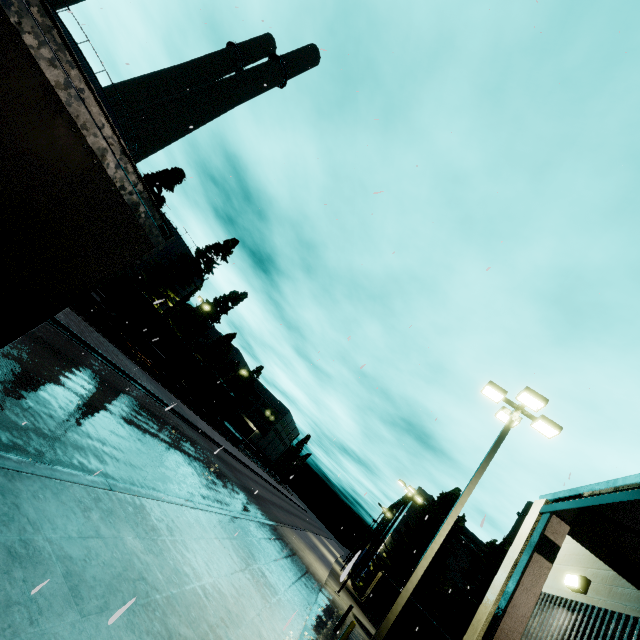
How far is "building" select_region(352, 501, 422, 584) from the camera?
44.81m

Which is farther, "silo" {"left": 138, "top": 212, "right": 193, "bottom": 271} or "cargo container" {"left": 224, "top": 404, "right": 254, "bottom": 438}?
"cargo container" {"left": 224, "top": 404, "right": 254, "bottom": 438}

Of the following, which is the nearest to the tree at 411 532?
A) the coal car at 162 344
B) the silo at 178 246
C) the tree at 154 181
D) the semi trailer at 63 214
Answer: the semi trailer at 63 214

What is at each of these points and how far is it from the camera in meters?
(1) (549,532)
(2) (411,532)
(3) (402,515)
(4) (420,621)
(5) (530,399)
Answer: (1) building, 4.3 m
(2) tree, 35.2 m
(3) building, 47.8 m
(4) semi trailer, 17.0 m
(5) light, 10.0 m

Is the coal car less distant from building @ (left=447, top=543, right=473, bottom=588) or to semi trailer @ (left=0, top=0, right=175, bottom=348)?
semi trailer @ (left=0, top=0, right=175, bottom=348)

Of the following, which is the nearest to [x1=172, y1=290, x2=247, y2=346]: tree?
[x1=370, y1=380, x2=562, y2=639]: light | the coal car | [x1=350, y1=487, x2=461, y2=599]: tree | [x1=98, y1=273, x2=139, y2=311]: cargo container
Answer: the coal car

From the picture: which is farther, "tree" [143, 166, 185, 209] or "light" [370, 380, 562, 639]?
"tree" [143, 166, 185, 209]

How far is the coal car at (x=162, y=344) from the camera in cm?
2720
